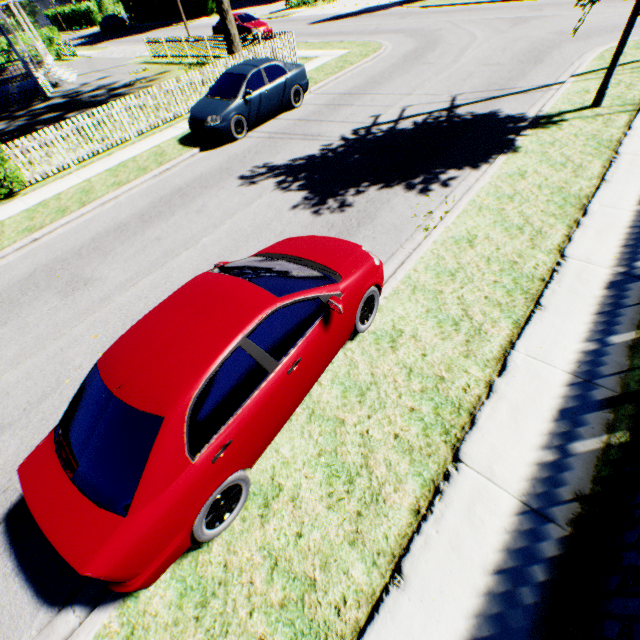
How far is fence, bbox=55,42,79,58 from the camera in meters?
31.1

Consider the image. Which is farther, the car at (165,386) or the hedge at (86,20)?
the hedge at (86,20)

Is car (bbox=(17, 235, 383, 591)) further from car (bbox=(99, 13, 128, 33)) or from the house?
car (bbox=(99, 13, 128, 33))

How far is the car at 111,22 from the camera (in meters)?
43.53

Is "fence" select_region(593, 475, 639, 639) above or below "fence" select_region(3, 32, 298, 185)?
below

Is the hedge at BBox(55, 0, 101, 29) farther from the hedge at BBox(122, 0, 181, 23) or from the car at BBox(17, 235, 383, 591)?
the car at BBox(17, 235, 383, 591)

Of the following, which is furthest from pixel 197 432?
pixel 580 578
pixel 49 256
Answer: pixel 49 256

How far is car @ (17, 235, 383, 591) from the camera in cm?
263
